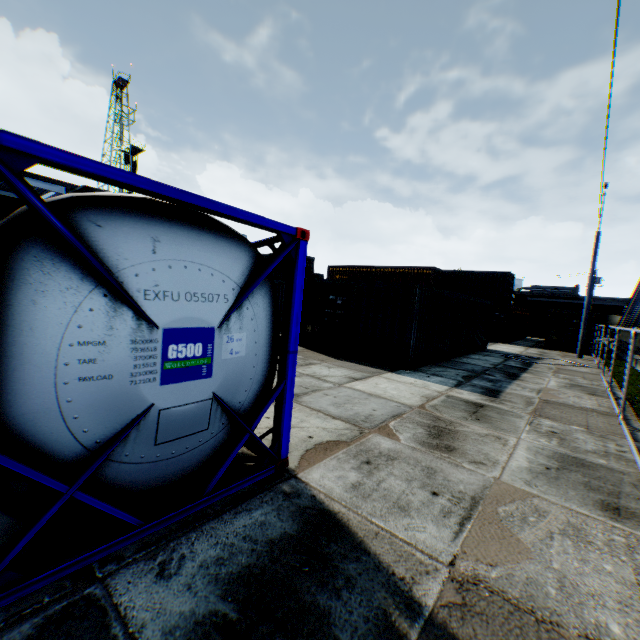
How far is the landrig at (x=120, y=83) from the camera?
53.3m

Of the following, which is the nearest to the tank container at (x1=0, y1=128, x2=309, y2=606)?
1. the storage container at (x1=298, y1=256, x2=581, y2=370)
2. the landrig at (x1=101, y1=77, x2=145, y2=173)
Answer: the storage container at (x1=298, y1=256, x2=581, y2=370)

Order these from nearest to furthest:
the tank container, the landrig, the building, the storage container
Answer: the tank container < the storage container < the landrig < the building

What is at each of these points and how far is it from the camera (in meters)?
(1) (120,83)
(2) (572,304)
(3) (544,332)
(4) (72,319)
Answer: (1) landrig, 54.19
(2) building, 56.56
(3) storage container, 36.09
(4) tank container, 2.29

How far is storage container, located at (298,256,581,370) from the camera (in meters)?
11.35

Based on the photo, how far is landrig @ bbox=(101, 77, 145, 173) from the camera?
53.3 meters

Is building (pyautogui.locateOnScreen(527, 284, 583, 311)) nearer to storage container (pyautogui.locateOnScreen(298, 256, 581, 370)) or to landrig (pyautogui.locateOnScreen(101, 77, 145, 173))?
storage container (pyautogui.locateOnScreen(298, 256, 581, 370))

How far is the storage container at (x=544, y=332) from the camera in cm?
1135
